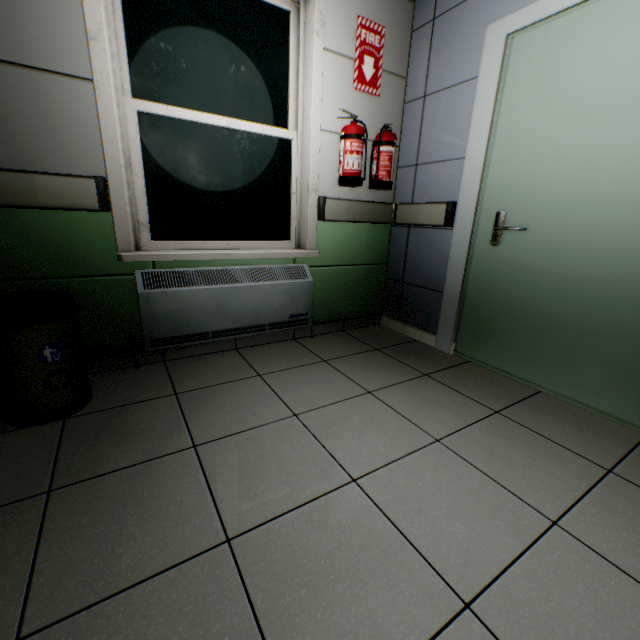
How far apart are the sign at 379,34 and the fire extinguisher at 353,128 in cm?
38

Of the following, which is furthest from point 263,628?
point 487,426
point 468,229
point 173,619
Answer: point 468,229

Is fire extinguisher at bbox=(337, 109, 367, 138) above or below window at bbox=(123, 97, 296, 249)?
above

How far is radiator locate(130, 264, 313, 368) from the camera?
2.0 meters

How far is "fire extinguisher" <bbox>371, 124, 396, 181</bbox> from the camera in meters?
2.4 m

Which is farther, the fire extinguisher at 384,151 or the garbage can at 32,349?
the fire extinguisher at 384,151

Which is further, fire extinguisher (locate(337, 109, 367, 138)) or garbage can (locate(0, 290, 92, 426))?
fire extinguisher (locate(337, 109, 367, 138))

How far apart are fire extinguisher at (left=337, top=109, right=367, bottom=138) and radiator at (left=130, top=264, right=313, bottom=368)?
0.7 meters
